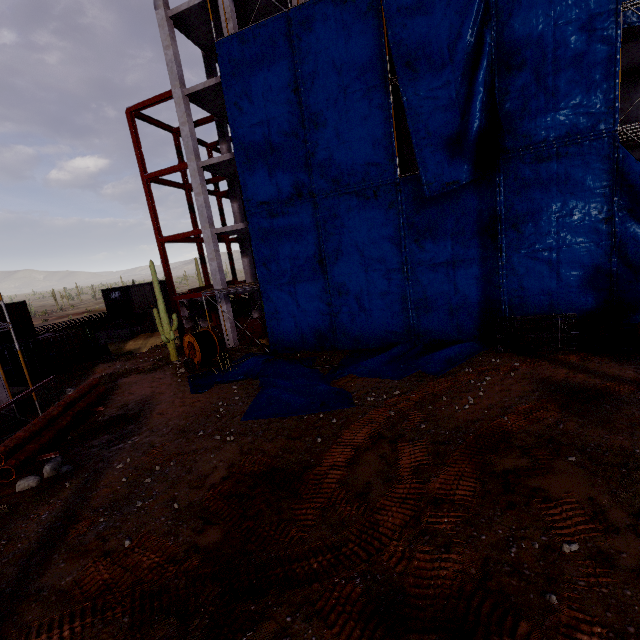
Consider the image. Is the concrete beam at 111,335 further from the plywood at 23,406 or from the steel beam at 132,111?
the plywood at 23,406

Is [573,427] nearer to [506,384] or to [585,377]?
[506,384]

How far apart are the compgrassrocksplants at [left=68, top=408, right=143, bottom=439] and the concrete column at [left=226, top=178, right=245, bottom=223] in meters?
15.1

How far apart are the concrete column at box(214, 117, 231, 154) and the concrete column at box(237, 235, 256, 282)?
4.6 meters

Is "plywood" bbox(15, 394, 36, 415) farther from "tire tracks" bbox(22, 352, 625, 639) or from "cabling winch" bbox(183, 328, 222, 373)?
"tire tracks" bbox(22, 352, 625, 639)

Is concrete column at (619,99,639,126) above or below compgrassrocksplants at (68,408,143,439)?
above

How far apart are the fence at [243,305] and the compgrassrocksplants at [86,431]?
16.7m

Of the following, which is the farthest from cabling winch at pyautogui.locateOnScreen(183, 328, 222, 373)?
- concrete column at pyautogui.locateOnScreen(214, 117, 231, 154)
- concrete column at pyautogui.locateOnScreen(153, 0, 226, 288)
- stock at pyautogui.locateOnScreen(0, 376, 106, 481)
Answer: concrete column at pyautogui.locateOnScreen(214, 117, 231, 154)
